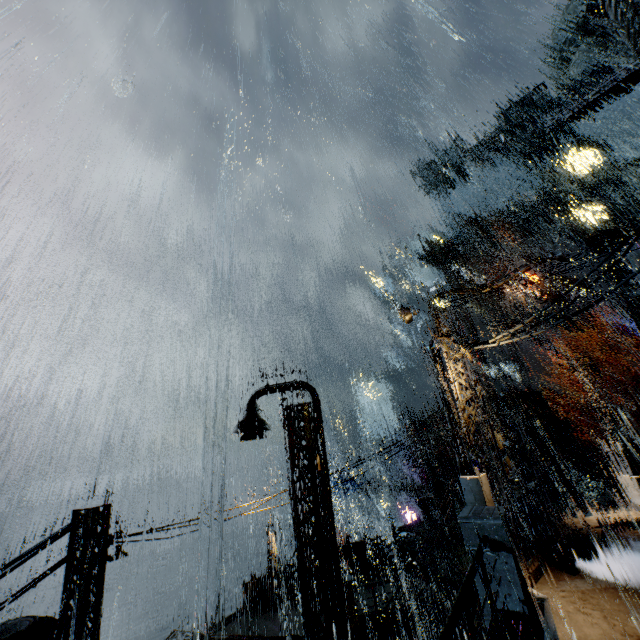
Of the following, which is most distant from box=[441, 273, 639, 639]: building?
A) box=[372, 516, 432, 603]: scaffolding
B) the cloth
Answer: the cloth

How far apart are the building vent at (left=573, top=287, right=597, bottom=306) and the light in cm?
4393

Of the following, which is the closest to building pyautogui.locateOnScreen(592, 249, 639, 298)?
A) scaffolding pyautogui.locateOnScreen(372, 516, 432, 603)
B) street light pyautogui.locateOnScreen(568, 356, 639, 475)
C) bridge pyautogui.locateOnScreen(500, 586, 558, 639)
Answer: bridge pyautogui.locateOnScreen(500, 586, 558, 639)

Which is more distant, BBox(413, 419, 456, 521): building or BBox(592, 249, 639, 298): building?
BBox(592, 249, 639, 298): building

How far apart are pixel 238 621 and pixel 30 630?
10.9 meters

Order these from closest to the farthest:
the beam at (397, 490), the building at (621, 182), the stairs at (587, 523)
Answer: the stairs at (587, 523) < the building at (621, 182) < the beam at (397, 490)

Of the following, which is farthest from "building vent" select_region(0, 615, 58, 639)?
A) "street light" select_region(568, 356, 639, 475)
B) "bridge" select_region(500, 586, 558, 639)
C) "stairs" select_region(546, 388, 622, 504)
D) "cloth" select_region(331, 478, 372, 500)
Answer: "stairs" select_region(546, 388, 622, 504)

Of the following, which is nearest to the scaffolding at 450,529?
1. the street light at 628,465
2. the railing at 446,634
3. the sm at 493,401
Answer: the railing at 446,634
